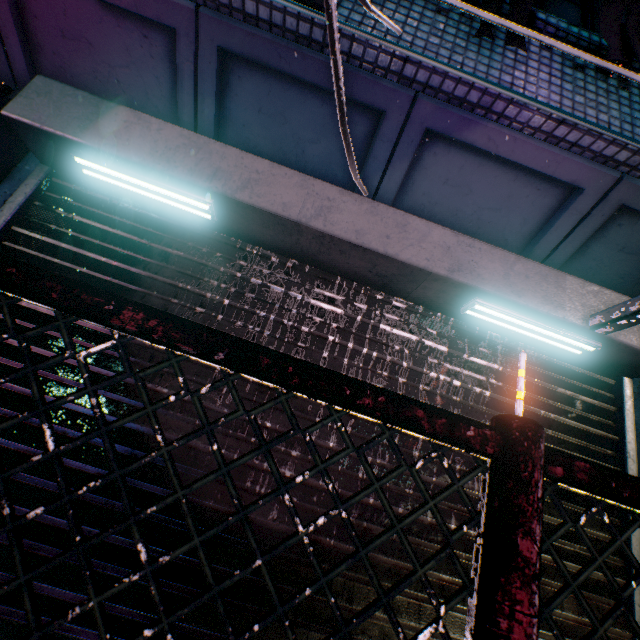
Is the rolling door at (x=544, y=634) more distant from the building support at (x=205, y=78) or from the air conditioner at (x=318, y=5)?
the air conditioner at (x=318, y=5)

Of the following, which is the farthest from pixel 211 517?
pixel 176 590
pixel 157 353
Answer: pixel 157 353

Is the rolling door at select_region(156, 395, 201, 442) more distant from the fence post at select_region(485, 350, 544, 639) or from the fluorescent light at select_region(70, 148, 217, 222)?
the fence post at select_region(485, 350, 544, 639)

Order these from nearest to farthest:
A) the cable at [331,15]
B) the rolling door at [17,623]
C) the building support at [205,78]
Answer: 1. the cable at [331,15]
2. the rolling door at [17,623]
3. the building support at [205,78]

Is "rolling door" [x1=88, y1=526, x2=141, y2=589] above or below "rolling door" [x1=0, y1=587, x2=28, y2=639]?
above

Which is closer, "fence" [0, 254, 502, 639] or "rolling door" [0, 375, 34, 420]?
"fence" [0, 254, 502, 639]

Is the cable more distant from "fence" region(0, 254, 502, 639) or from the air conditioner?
"fence" region(0, 254, 502, 639)
